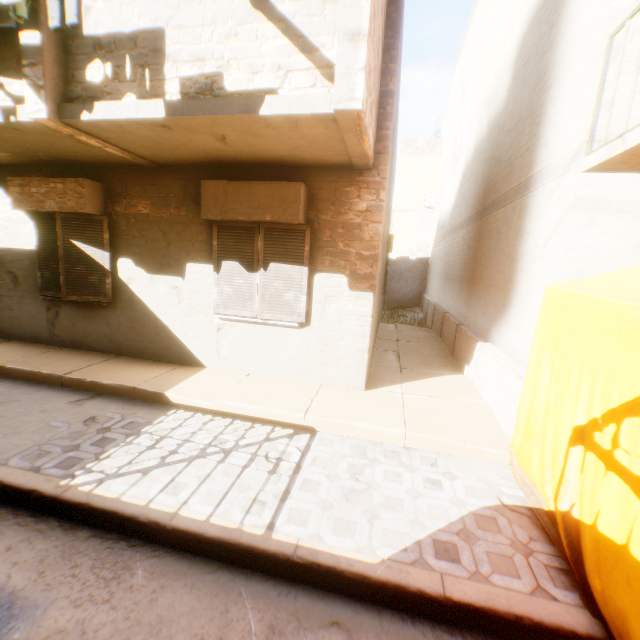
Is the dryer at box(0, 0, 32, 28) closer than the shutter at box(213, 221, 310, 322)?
Yes

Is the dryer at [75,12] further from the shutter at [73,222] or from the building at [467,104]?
the shutter at [73,222]

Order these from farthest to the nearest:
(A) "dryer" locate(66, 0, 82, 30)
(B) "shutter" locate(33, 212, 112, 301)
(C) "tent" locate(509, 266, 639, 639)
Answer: (B) "shutter" locate(33, 212, 112, 301) → (A) "dryer" locate(66, 0, 82, 30) → (C) "tent" locate(509, 266, 639, 639)

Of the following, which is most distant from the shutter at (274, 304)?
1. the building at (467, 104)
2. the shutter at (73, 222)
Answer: the shutter at (73, 222)

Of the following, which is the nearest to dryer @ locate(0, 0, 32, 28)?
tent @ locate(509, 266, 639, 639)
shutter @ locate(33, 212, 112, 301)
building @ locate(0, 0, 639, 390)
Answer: building @ locate(0, 0, 639, 390)

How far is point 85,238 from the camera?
5.7 meters

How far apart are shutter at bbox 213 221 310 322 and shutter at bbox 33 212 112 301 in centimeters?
206cm

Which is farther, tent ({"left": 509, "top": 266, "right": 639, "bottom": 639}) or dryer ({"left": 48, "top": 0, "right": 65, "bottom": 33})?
dryer ({"left": 48, "top": 0, "right": 65, "bottom": 33})
